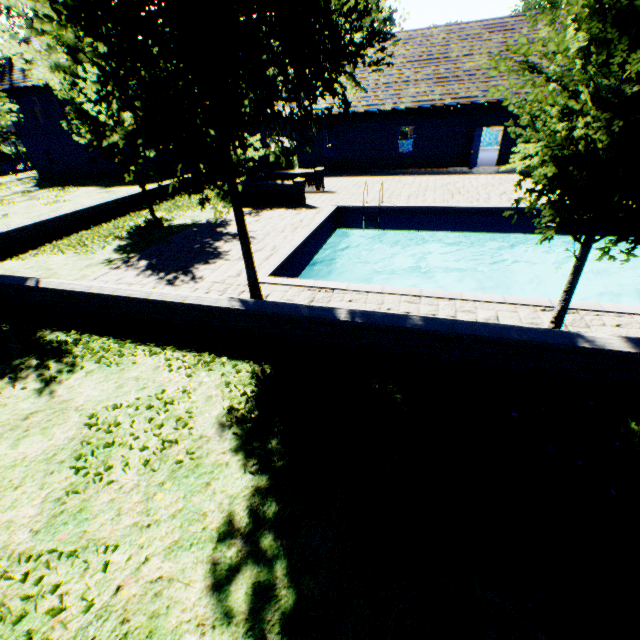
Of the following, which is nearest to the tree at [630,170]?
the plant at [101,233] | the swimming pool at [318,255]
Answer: A: the swimming pool at [318,255]

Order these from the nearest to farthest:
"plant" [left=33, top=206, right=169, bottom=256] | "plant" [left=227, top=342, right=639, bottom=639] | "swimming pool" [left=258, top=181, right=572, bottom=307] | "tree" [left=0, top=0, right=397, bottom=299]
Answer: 1. "plant" [left=227, top=342, right=639, bottom=639]
2. "tree" [left=0, top=0, right=397, bottom=299]
3. "swimming pool" [left=258, top=181, right=572, bottom=307]
4. "plant" [left=33, top=206, right=169, bottom=256]

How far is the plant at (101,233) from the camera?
11.5m

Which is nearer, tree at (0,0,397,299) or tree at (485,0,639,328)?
tree at (485,0,639,328)

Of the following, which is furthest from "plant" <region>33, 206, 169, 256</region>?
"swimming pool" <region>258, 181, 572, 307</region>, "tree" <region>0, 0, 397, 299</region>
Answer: "swimming pool" <region>258, 181, 572, 307</region>

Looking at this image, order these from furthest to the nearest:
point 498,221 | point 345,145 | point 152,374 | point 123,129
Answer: point 345,145
point 498,221
point 152,374
point 123,129

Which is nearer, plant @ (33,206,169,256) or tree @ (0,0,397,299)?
tree @ (0,0,397,299)
